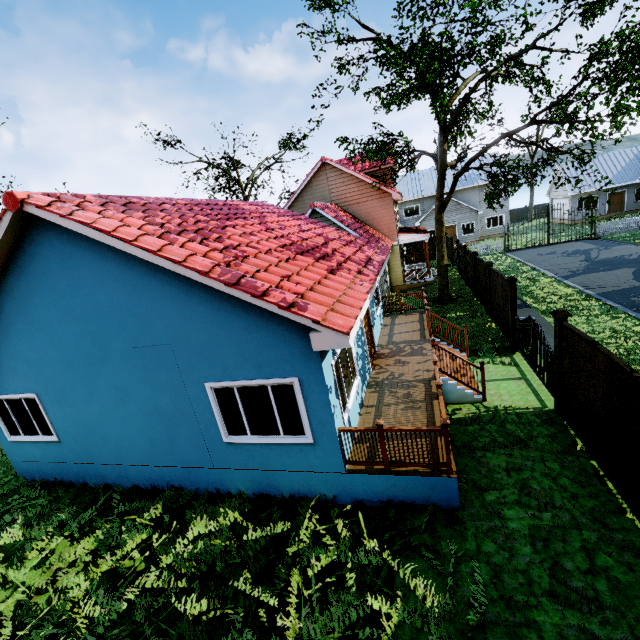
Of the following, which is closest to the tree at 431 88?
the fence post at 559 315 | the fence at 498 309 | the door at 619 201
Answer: the fence at 498 309

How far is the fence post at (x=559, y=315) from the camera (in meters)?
6.98

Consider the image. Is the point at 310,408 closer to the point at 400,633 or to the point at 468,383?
the point at 400,633

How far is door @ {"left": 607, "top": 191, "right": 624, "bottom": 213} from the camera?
33.7 meters

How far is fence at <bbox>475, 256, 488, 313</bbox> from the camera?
14.4m

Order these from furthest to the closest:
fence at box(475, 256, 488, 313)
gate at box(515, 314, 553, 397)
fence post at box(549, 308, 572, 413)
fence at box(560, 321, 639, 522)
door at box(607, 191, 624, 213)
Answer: door at box(607, 191, 624, 213) → fence at box(475, 256, 488, 313) → gate at box(515, 314, 553, 397) → fence post at box(549, 308, 572, 413) → fence at box(560, 321, 639, 522)

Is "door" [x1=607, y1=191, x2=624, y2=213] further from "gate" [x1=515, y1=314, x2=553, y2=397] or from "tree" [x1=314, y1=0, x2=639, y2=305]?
"gate" [x1=515, y1=314, x2=553, y2=397]

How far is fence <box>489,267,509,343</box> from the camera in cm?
1139
